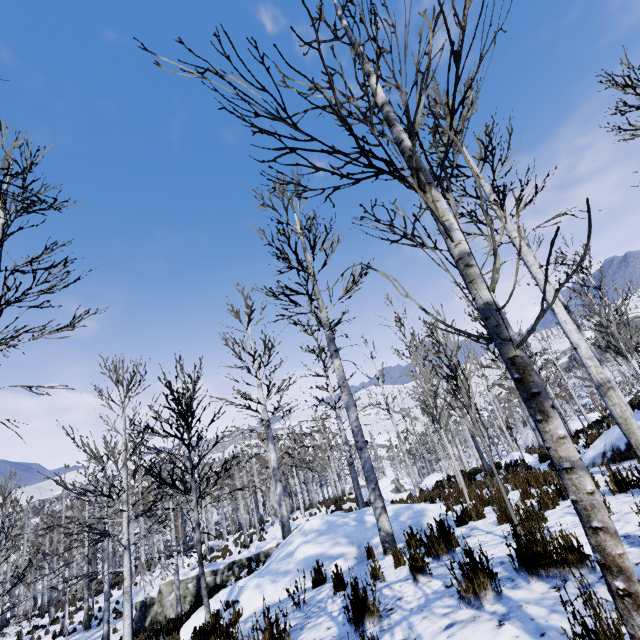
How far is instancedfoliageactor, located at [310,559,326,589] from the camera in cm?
544

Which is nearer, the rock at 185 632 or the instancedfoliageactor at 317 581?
the instancedfoliageactor at 317 581

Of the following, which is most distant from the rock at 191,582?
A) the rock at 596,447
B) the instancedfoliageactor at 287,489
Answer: the rock at 596,447

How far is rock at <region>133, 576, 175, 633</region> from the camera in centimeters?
1642cm

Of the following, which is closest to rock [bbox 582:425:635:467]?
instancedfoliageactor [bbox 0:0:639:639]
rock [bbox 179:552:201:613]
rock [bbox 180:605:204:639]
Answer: instancedfoliageactor [bbox 0:0:639:639]

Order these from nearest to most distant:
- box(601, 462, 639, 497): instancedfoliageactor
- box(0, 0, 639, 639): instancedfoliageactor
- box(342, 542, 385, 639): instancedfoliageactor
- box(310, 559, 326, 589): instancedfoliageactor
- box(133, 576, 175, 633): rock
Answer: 1. box(0, 0, 639, 639): instancedfoliageactor
2. box(342, 542, 385, 639): instancedfoliageactor
3. box(601, 462, 639, 497): instancedfoliageactor
4. box(310, 559, 326, 589): instancedfoliageactor
5. box(133, 576, 175, 633): rock

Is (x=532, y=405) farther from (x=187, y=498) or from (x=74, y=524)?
(x=74, y=524)
